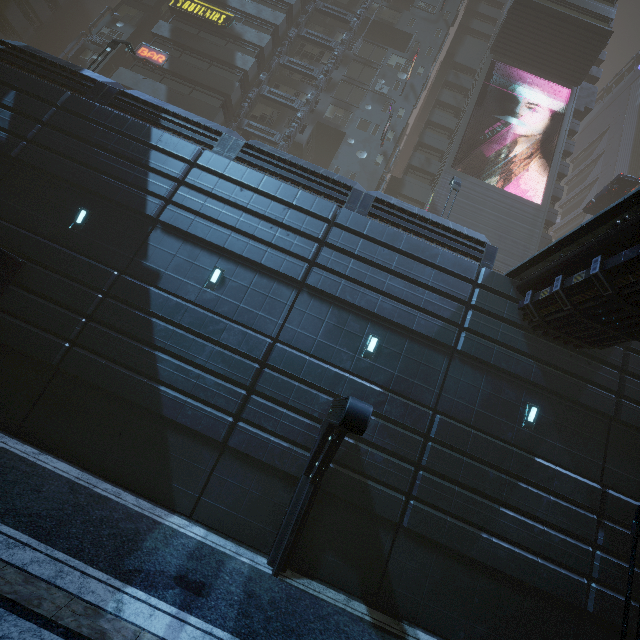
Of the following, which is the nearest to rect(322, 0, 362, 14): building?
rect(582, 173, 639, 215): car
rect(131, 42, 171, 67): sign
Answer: rect(131, 42, 171, 67): sign

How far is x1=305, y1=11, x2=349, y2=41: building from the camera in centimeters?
3253cm

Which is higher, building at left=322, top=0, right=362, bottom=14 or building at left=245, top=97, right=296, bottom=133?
building at left=322, top=0, right=362, bottom=14

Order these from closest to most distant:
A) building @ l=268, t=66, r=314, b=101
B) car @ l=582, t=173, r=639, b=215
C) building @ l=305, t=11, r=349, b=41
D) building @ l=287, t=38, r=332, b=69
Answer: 1. car @ l=582, t=173, r=639, b=215
2. building @ l=268, t=66, r=314, b=101
3. building @ l=287, t=38, r=332, b=69
4. building @ l=305, t=11, r=349, b=41

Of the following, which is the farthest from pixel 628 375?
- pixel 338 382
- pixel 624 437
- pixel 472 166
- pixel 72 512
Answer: pixel 472 166

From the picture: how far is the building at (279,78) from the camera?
30.22m

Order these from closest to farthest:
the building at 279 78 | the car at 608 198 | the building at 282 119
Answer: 1. the car at 608 198
2. the building at 282 119
3. the building at 279 78
